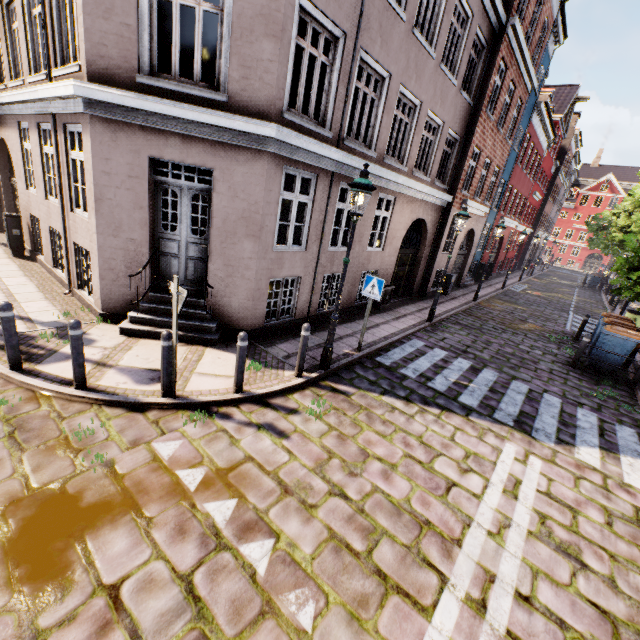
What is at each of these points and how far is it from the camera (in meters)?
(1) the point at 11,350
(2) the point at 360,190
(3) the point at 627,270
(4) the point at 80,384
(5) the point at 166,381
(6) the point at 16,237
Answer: (1) bollard, 4.87
(2) street light, 5.43
(3) tree, 13.60
(4) bollard, 4.84
(5) bollard, 4.93
(6) electrical box, 9.91

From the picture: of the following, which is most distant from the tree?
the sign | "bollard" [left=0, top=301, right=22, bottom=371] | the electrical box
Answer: the electrical box

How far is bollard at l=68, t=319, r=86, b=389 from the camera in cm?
452

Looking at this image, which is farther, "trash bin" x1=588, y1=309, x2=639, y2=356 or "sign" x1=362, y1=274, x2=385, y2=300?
"trash bin" x1=588, y1=309, x2=639, y2=356

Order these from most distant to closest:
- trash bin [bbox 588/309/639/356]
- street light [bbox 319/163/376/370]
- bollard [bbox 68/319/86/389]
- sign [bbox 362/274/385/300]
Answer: trash bin [bbox 588/309/639/356], sign [bbox 362/274/385/300], street light [bbox 319/163/376/370], bollard [bbox 68/319/86/389]

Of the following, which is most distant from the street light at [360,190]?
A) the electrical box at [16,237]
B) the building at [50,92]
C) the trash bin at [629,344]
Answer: the electrical box at [16,237]

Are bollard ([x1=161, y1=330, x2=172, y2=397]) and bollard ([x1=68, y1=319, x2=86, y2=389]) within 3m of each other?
yes

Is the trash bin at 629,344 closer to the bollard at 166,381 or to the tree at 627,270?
the tree at 627,270
